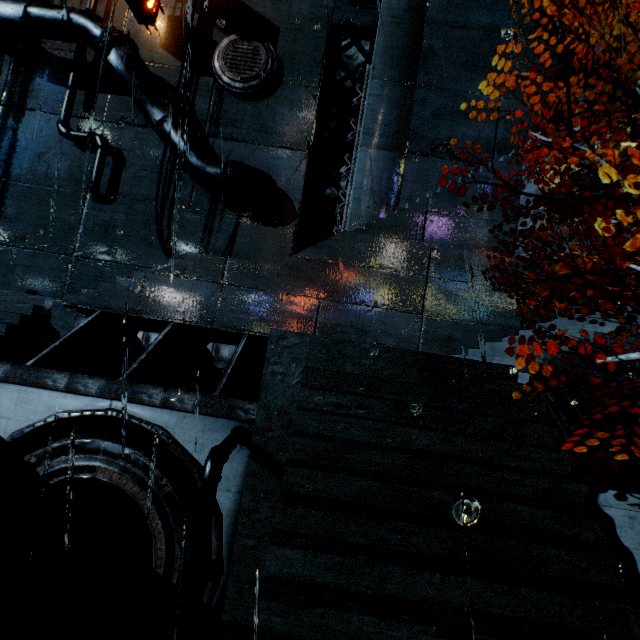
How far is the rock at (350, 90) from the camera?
25.9m

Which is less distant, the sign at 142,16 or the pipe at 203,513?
the pipe at 203,513

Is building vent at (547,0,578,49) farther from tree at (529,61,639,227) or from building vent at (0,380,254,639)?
building vent at (0,380,254,639)

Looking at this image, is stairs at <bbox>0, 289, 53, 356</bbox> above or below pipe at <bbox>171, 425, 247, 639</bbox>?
above

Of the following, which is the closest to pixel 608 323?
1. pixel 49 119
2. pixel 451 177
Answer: pixel 451 177

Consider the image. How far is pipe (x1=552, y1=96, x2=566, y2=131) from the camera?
12.2 meters

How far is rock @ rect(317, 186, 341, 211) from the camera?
27.1m

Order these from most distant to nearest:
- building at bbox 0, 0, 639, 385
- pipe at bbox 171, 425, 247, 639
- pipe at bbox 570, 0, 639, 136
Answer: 1. pipe at bbox 570, 0, 639, 136
2. building at bbox 0, 0, 639, 385
3. pipe at bbox 171, 425, 247, 639
